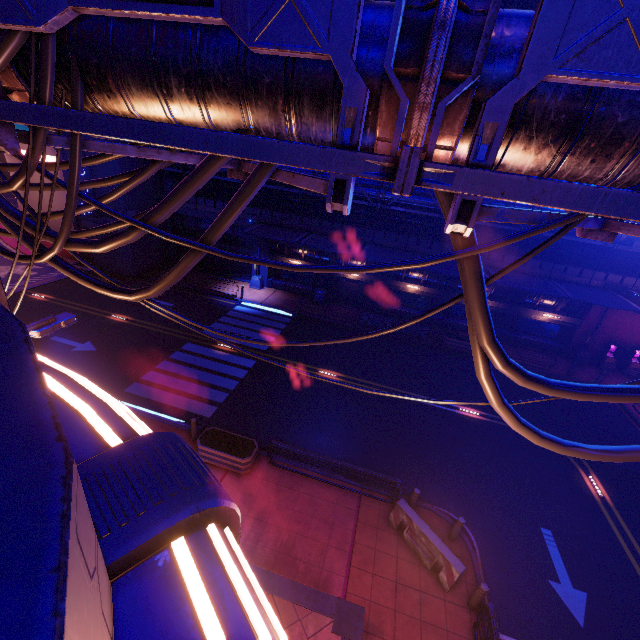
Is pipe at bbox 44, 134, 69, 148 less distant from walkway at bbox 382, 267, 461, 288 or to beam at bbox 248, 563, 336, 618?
beam at bbox 248, 563, 336, 618

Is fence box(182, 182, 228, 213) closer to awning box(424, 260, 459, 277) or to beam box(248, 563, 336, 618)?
awning box(424, 260, 459, 277)

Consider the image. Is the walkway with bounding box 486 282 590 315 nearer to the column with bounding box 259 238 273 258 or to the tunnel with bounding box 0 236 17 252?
the column with bounding box 259 238 273 258

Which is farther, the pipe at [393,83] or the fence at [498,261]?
the fence at [498,261]

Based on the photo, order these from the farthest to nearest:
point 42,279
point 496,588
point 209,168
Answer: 1. point 42,279
2. point 496,588
3. point 209,168

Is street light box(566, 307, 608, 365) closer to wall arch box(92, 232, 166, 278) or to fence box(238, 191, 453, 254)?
fence box(238, 191, 453, 254)

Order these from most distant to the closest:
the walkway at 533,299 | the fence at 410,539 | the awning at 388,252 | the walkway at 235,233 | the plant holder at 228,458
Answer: the walkway at 235,233 → the walkway at 533,299 → the awning at 388,252 → the plant holder at 228,458 → the fence at 410,539

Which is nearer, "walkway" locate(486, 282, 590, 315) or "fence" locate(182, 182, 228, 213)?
"walkway" locate(486, 282, 590, 315)
